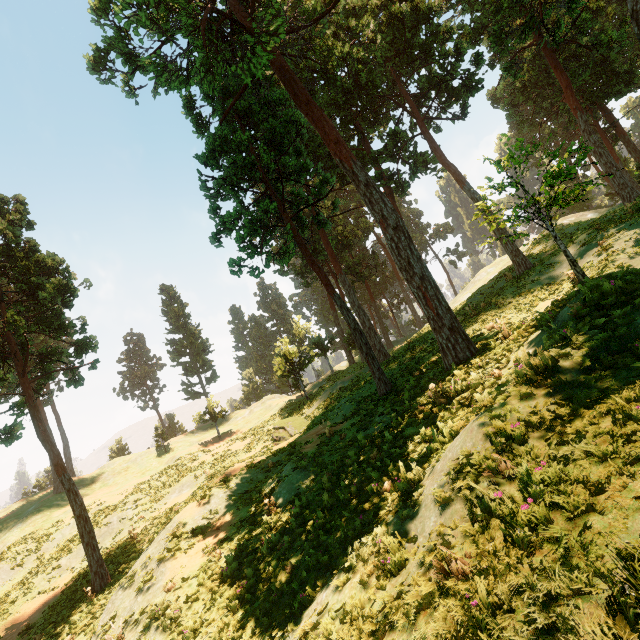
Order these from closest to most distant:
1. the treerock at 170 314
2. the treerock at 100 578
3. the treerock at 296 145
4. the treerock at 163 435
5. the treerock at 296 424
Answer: the treerock at 296 145
the treerock at 100 578
the treerock at 296 424
the treerock at 170 314
the treerock at 163 435

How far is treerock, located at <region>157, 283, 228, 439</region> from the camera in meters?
40.7 m

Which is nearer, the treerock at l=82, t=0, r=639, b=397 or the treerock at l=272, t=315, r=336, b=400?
the treerock at l=82, t=0, r=639, b=397

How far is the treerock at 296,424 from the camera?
22.42m

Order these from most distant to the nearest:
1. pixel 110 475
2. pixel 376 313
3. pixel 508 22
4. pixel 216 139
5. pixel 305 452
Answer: pixel 376 313 → pixel 110 475 → pixel 508 22 → pixel 216 139 → pixel 305 452

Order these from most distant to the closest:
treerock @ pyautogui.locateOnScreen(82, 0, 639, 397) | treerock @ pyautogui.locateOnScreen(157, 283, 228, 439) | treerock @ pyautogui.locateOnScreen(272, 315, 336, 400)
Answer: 1. treerock @ pyautogui.locateOnScreen(157, 283, 228, 439)
2. treerock @ pyautogui.locateOnScreen(272, 315, 336, 400)
3. treerock @ pyautogui.locateOnScreen(82, 0, 639, 397)
